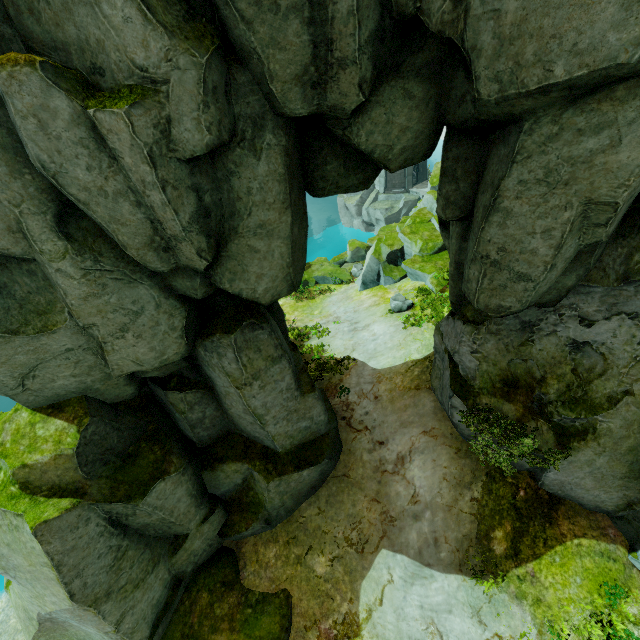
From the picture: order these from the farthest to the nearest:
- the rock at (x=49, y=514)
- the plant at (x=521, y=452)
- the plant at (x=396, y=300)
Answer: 1. the plant at (x=396, y=300)
2. the plant at (x=521, y=452)
3. the rock at (x=49, y=514)

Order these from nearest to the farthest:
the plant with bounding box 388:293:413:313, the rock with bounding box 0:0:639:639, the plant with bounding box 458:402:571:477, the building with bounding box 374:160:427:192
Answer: the rock with bounding box 0:0:639:639
the plant with bounding box 458:402:571:477
the plant with bounding box 388:293:413:313
the building with bounding box 374:160:427:192

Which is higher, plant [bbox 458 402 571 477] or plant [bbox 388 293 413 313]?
plant [bbox 458 402 571 477]

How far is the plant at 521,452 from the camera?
7.4 meters

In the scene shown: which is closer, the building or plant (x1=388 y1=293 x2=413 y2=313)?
plant (x1=388 y1=293 x2=413 y2=313)

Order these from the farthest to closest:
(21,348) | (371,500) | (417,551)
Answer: (371,500), (417,551), (21,348)

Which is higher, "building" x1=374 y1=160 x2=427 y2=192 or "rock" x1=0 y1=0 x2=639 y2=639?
"rock" x1=0 y1=0 x2=639 y2=639

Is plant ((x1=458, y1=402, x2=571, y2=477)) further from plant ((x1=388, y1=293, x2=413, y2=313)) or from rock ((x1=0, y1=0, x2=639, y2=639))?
plant ((x1=388, y1=293, x2=413, y2=313))
